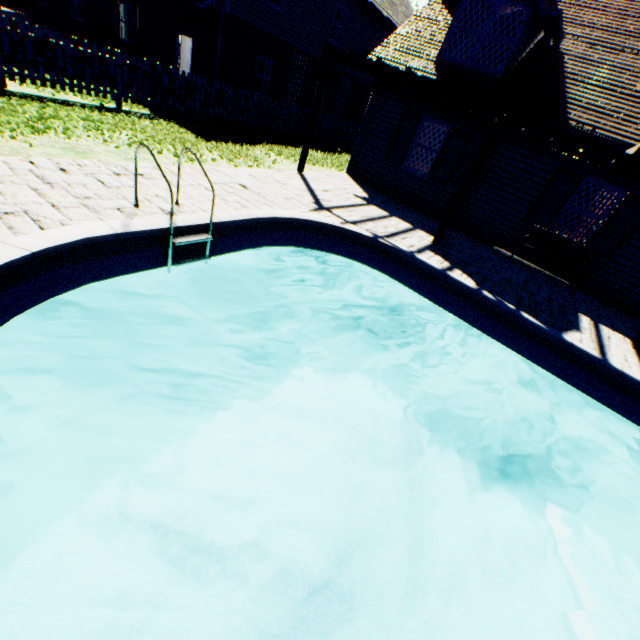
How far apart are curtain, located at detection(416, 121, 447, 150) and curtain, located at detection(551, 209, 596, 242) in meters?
4.1 m

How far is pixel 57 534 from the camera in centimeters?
358cm

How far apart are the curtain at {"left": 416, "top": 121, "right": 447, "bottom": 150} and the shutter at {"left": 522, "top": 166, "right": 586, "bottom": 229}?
3.30m

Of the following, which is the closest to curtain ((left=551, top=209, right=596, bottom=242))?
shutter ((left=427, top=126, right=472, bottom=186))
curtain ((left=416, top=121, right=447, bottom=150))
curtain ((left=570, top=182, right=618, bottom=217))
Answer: curtain ((left=570, top=182, right=618, bottom=217))

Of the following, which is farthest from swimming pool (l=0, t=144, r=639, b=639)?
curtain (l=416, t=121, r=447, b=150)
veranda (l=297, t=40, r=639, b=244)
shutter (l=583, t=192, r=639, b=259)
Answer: curtain (l=416, t=121, r=447, b=150)

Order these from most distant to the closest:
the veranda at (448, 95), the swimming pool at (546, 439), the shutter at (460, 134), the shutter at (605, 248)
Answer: the shutter at (460, 134)
the shutter at (605, 248)
the veranda at (448, 95)
the swimming pool at (546, 439)

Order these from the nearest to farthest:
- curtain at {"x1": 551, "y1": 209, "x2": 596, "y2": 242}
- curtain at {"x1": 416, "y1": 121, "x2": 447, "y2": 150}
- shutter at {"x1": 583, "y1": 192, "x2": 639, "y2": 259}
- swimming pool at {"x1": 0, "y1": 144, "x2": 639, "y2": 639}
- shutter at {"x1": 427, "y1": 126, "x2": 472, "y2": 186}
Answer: swimming pool at {"x1": 0, "y1": 144, "x2": 639, "y2": 639}, shutter at {"x1": 583, "y1": 192, "x2": 639, "y2": 259}, curtain at {"x1": 551, "y1": 209, "x2": 596, "y2": 242}, shutter at {"x1": 427, "y1": 126, "x2": 472, "y2": 186}, curtain at {"x1": 416, "y1": 121, "x2": 447, "y2": 150}

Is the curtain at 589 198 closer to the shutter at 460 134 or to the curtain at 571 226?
the curtain at 571 226
